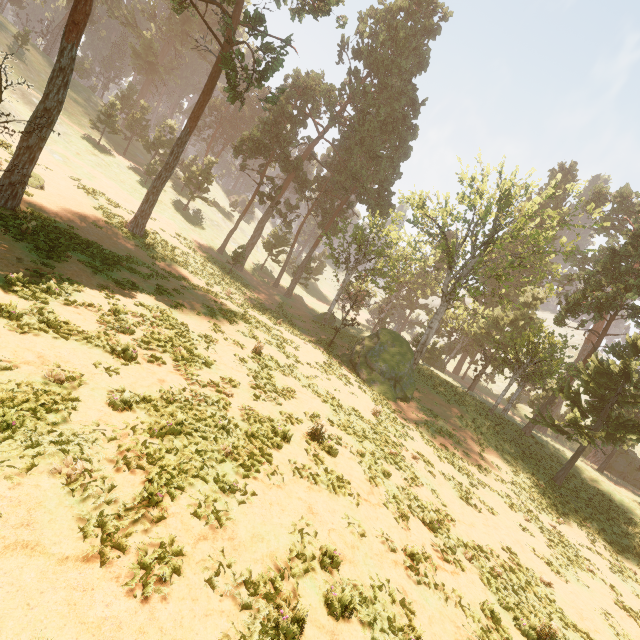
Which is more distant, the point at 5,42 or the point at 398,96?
the point at 5,42

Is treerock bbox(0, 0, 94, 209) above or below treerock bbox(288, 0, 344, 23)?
below

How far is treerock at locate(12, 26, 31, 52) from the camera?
43.6 meters

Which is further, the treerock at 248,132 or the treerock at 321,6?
the treerock at 248,132

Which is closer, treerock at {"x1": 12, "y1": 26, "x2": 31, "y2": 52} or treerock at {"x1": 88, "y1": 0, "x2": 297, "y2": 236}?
treerock at {"x1": 88, "y1": 0, "x2": 297, "y2": 236}

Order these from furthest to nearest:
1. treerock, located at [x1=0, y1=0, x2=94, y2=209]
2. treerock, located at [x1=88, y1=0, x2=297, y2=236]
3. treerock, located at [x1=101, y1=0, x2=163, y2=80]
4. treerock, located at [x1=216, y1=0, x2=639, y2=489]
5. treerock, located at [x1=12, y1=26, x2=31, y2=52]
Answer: treerock, located at [x1=101, y1=0, x2=163, y2=80], treerock, located at [x1=12, y1=26, x2=31, y2=52], treerock, located at [x1=216, y1=0, x2=639, y2=489], treerock, located at [x1=88, y1=0, x2=297, y2=236], treerock, located at [x1=0, y1=0, x2=94, y2=209]
